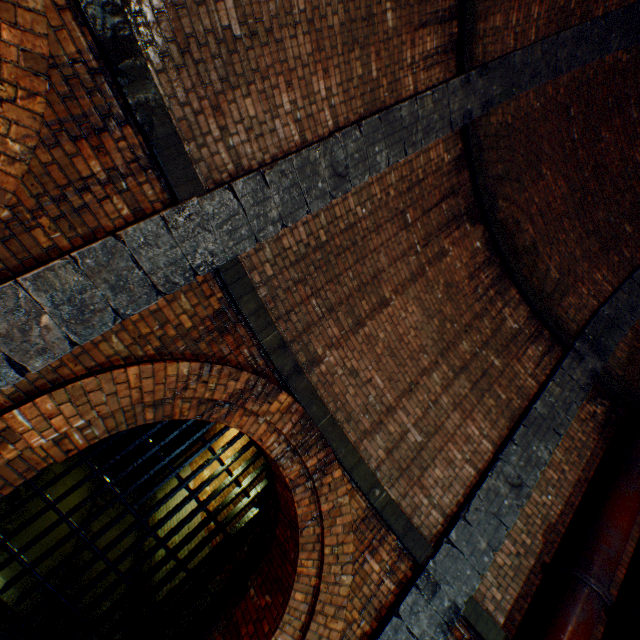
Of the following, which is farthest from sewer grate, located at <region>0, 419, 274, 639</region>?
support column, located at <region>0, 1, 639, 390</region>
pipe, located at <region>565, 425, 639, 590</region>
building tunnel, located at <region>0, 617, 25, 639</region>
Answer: pipe, located at <region>565, 425, 639, 590</region>

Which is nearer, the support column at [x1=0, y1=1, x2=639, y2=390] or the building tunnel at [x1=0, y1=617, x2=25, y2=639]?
A: the support column at [x1=0, y1=1, x2=639, y2=390]

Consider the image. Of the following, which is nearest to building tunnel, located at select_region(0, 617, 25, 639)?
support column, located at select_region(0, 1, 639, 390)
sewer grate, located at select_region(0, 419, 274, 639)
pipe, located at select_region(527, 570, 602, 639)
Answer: sewer grate, located at select_region(0, 419, 274, 639)

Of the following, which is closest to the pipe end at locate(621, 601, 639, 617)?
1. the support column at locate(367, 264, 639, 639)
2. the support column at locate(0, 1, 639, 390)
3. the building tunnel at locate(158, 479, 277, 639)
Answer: the support column at locate(367, 264, 639, 639)

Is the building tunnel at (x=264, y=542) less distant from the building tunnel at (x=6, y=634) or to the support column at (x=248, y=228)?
the building tunnel at (x=6, y=634)

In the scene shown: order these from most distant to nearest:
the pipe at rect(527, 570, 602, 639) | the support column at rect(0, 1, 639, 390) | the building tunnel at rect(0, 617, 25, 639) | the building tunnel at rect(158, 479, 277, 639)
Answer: the building tunnel at rect(158, 479, 277, 639)
the building tunnel at rect(0, 617, 25, 639)
the pipe at rect(527, 570, 602, 639)
the support column at rect(0, 1, 639, 390)

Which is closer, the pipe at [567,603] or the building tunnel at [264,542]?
the pipe at [567,603]

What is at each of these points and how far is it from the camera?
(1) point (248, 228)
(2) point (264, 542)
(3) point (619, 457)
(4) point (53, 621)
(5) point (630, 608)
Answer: (1) support column, 3.42m
(2) building tunnel, 6.04m
(3) pipe, 5.24m
(4) sewer grate, 5.07m
(5) pipe end, 4.18m
